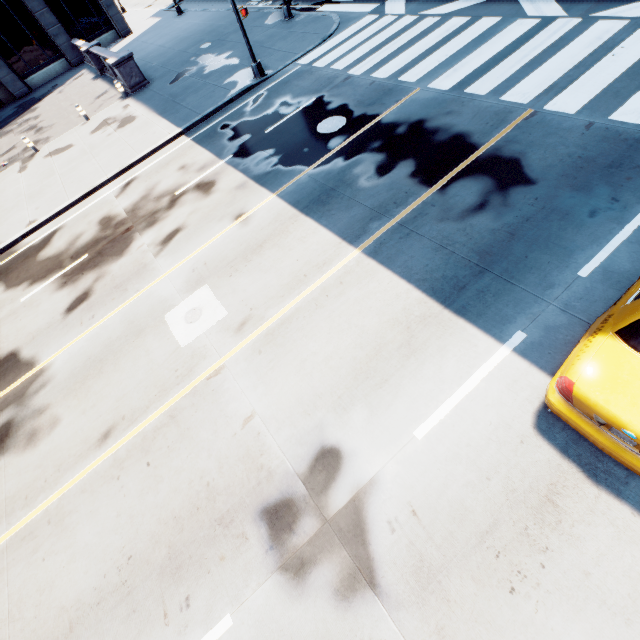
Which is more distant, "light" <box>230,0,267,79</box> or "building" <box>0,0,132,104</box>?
"building" <box>0,0,132,104</box>

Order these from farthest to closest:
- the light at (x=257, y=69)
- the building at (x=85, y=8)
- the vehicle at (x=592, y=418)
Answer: the building at (x=85, y=8), the light at (x=257, y=69), the vehicle at (x=592, y=418)

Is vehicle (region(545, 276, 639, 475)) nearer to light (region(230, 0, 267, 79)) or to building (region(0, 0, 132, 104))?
light (region(230, 0, 267, 79))

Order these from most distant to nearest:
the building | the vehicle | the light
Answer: the building
the light
the vehicle

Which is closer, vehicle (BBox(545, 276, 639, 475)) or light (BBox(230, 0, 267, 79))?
vehicle (BBox(545, 276, 639, 475))

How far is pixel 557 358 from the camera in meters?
5.1 m

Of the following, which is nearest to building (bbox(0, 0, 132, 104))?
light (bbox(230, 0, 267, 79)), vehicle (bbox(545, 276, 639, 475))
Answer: light (bbox(230, 0, 267, 79))

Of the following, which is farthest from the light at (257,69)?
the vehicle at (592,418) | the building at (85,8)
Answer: the building at (85,8)
